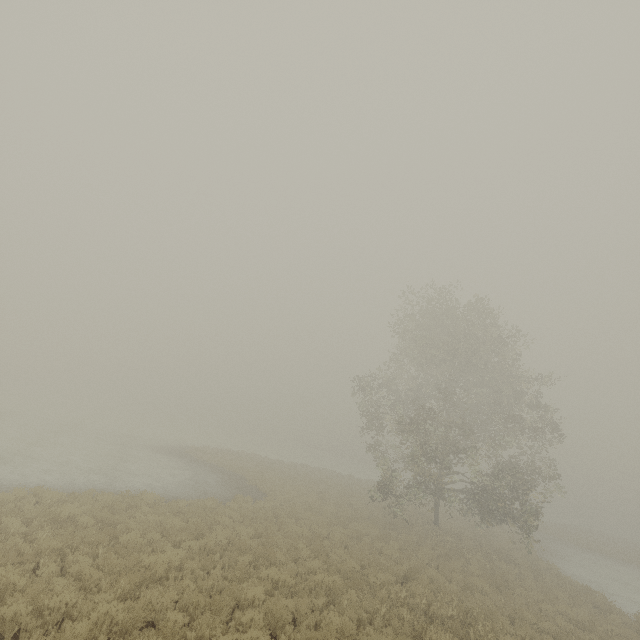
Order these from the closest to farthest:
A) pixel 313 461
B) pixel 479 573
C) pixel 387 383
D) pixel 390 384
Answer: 1. pixel 479 573
2. pixel 387 383
3. pixel 390 384
4. pixel 313 461
